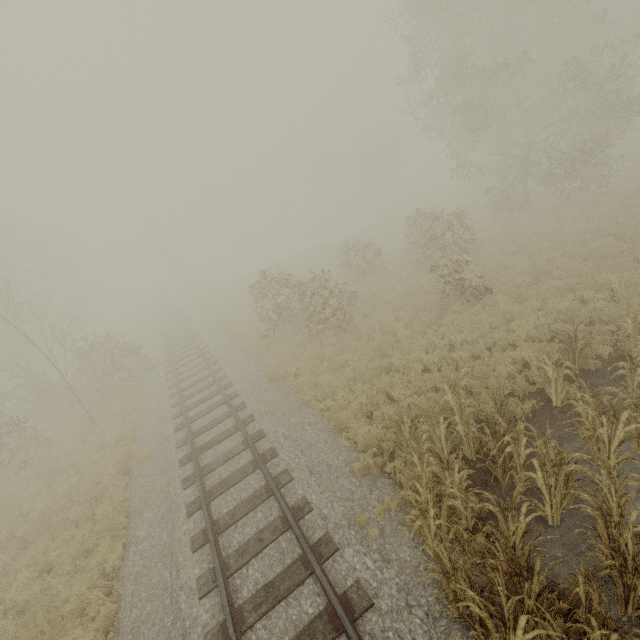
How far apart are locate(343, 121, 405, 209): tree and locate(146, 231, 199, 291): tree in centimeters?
3132cm

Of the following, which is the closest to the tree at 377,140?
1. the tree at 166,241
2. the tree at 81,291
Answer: the tree at 166,241

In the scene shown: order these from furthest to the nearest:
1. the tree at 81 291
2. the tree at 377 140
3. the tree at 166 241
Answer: the tree at 377 140, the tree at 166 241, the tree at 81 291

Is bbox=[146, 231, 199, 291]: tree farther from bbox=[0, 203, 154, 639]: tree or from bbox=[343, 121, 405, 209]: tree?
bbox=[343, 121, 405, 209]: tree

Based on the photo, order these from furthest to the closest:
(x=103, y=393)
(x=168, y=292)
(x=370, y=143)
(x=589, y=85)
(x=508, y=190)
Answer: (x=168, y=292), (x=370, y=143), (x=508, y=190), (x=103, y=393), (x=589, y=85)

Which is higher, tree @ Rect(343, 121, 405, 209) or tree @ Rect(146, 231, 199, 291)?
tree @ Rect(343, 121, 405, 209)

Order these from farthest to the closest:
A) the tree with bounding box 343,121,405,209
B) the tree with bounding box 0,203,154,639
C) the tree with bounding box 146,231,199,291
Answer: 1. the tree with bounding box 343,121,405,209
2. the tree with bounding box 146,231,199,291
3. the tree with bounding box 0,203,154,639
